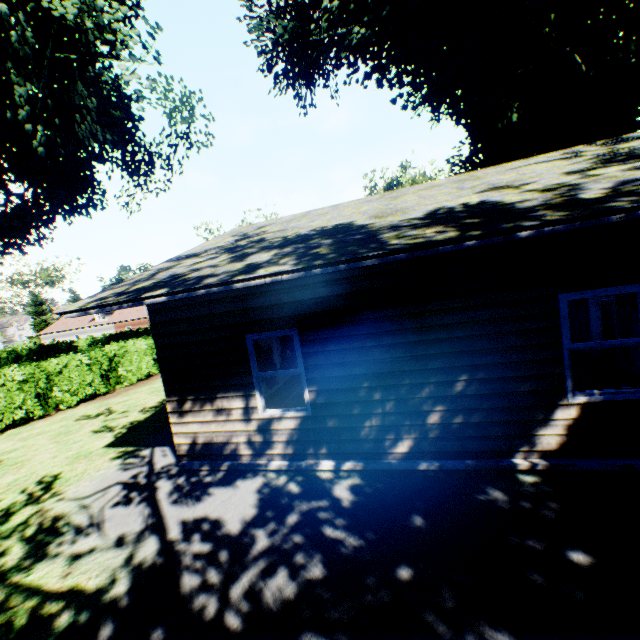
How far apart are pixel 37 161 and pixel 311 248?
16.6m

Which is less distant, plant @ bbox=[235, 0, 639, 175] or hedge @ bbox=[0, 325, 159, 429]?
hedge @ bbox=[0, 325, 159, 429]

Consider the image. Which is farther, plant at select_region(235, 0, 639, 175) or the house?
plant at select_region(235, 0, 639, 175)

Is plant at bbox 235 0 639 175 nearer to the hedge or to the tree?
the tree

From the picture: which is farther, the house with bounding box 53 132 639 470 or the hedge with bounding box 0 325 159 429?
the hedge with bounding box 0 325 159 429

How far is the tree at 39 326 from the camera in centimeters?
5197cm

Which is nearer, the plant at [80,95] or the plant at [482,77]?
the plant at [80,95]

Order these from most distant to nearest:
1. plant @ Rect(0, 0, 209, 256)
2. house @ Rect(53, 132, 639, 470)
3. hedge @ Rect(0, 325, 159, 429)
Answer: hedge @ Rect(0, 325, 159, 429), plant @ Rect(0, 0, 209, 256), house @ Rect(53, 132, 639, 470)
